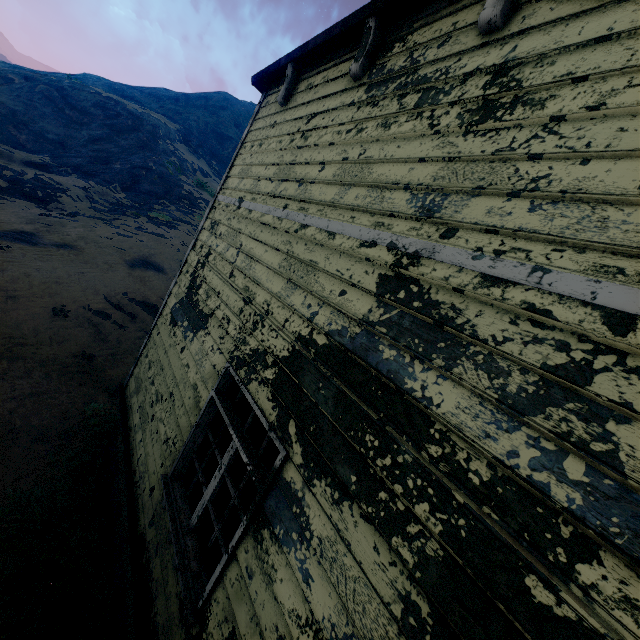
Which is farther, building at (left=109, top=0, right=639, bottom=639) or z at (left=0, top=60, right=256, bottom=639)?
z at (left=0, top=60, right=256, bottom=639)

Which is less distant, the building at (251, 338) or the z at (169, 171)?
the building at (251, 338)

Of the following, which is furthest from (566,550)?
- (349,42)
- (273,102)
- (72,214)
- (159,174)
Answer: (159,174)
